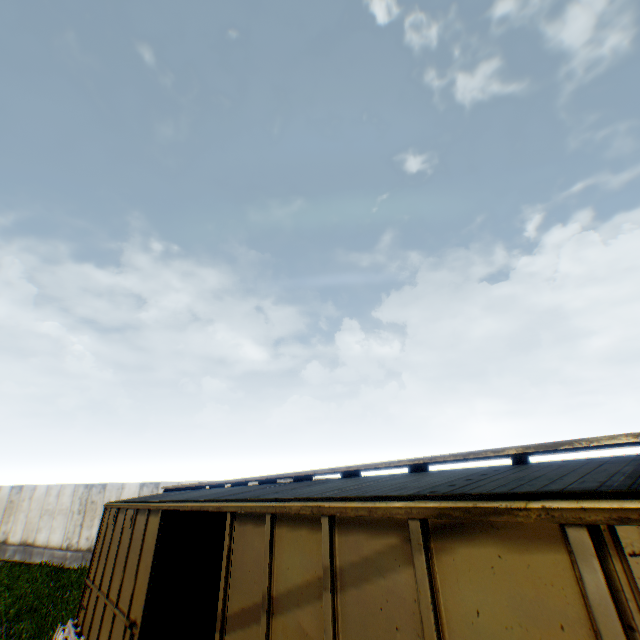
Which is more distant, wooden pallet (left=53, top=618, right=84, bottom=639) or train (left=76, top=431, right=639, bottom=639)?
wooden pallet (left=53, top=618, right=84, bottom=639)

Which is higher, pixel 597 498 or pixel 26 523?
pixel 597 498

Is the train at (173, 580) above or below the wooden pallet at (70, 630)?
above

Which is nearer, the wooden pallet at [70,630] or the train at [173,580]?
the train at [173,580]

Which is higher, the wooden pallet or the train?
the train
